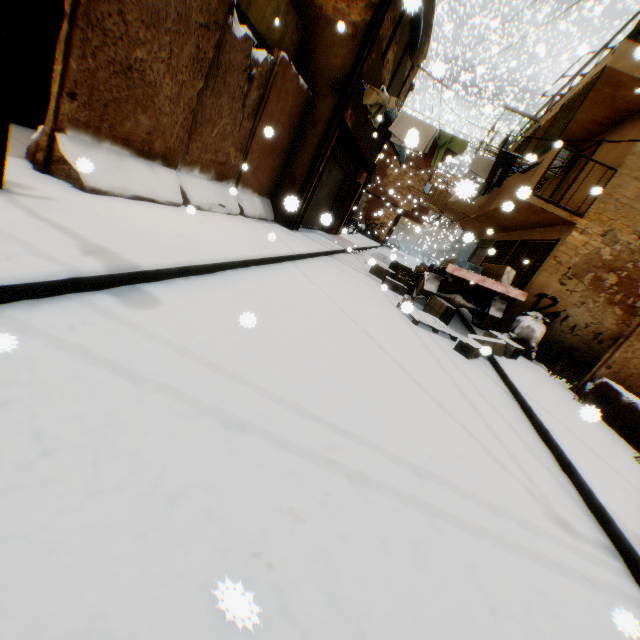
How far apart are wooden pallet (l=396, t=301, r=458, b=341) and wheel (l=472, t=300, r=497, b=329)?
2.0m

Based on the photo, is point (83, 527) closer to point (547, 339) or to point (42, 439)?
point (42, 439)

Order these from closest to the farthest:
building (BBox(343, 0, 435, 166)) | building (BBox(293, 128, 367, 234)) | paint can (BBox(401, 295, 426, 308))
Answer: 1. paint can (BBox(401, 295, 426, 308))
2. building (BBox(343, 0, 435, 166))
3. building (BBox(293, 128, 367, 234))

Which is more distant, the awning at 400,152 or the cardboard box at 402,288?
the awning at 400,152

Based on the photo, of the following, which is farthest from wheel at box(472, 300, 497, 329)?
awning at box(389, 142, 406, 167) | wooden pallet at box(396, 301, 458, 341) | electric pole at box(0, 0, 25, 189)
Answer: electric pole at box(0, 0, 25, 189)

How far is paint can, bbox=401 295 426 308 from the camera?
4.5 meters

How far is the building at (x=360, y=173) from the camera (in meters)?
9.19

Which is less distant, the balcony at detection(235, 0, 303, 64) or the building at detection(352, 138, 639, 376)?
the balcony at detection(235, 0, 303, 64)
